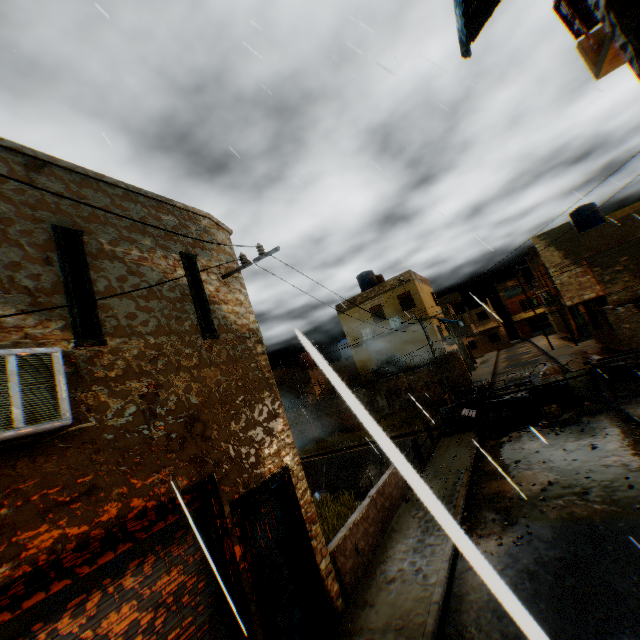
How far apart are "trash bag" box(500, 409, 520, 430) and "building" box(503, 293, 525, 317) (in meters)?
48.61

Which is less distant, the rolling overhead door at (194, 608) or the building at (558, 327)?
the rolling overhead door at (194, 608)

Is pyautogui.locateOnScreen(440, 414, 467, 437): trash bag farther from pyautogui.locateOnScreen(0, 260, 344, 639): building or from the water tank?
the water tank

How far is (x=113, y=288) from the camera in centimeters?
485cm

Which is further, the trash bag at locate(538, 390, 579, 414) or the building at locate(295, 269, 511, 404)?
the building at locate(295, 269, 511, 404)

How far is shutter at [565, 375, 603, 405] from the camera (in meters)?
12.80

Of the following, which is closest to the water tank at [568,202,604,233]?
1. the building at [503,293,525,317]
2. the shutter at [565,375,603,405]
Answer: the shutter at [565,375,603,405]

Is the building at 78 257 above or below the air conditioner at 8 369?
above
